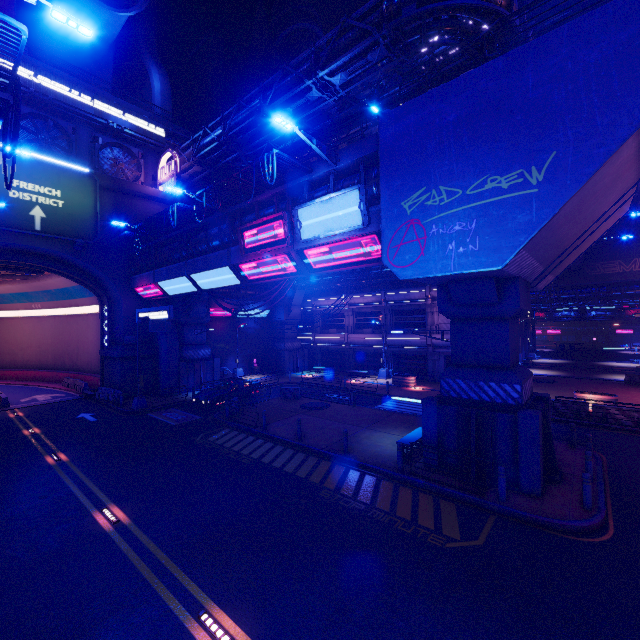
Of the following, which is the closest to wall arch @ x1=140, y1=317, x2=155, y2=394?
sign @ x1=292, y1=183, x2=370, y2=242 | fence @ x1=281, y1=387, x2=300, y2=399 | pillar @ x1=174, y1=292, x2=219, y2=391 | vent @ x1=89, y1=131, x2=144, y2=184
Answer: pillar @ x1=174, y1=292, x2=219, y2=391

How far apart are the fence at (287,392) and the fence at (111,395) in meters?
13.4

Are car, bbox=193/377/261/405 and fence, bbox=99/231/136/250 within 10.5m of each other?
no

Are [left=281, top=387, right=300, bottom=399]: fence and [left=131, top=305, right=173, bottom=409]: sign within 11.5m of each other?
yes

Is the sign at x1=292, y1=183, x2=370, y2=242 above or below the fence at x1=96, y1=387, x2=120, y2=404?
above

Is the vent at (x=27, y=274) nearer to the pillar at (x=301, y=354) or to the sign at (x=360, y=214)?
the pillar at (x=301, y=354)

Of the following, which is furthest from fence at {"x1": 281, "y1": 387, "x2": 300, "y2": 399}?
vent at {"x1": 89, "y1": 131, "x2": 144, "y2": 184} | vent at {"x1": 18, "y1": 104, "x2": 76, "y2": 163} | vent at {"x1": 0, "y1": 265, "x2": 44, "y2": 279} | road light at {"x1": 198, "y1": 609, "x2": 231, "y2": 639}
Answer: vent at {"x1": 18, "y1": 104, "x2": 76, "y2": 163}

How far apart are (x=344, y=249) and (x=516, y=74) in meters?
7.6 m
